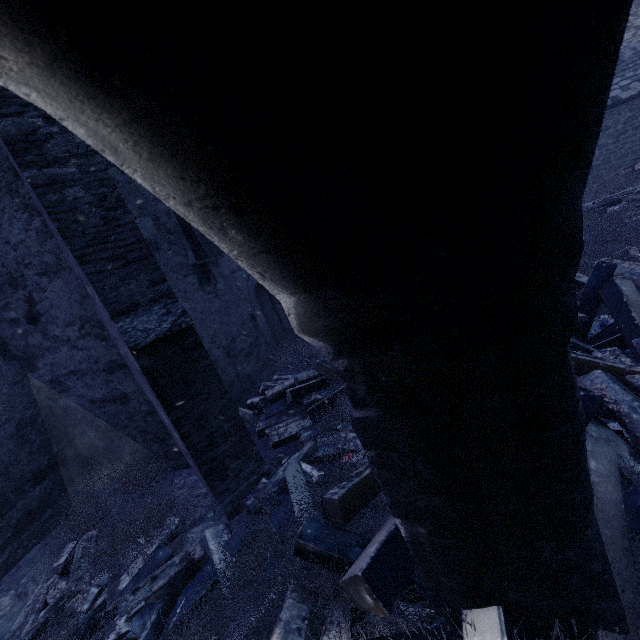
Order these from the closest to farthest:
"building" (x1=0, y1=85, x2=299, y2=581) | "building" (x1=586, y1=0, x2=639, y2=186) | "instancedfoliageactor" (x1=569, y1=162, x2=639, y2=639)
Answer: "instancedfoliageactor" (x1=569, y1=162, x2=639, y2=639) < "building" (x1=0, y1=85, x2=299, y2=581) < "building" (x1=586, y1=0, x2=639, y2=186)

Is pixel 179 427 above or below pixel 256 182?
below

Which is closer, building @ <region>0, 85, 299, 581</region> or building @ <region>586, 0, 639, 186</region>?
building @ <region>0, 85, 299, 581</region>

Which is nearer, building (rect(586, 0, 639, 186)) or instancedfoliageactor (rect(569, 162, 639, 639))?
instancedfoliageactor (rect(569, 162, 639, 639))

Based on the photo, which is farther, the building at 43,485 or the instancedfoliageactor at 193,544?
the building at 43,485

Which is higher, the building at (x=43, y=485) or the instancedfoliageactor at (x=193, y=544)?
the building at (x=43, y=485)
